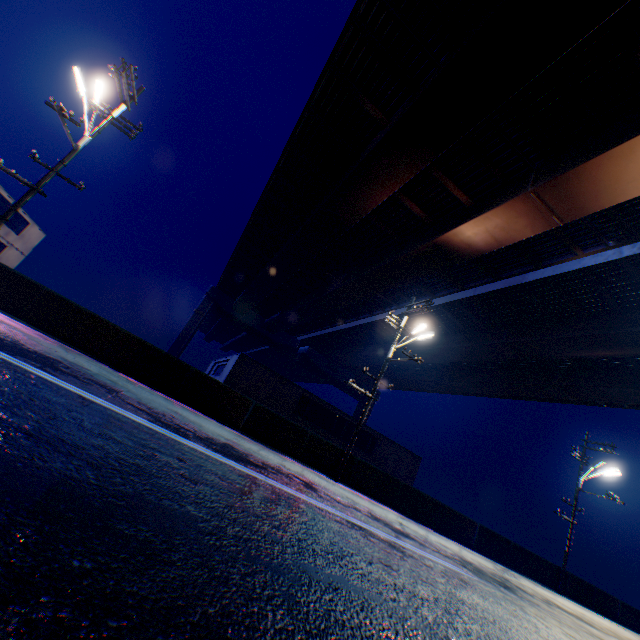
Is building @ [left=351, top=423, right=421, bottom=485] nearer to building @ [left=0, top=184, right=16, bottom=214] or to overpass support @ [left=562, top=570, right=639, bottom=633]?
building @ [left=0, top=184, right=16, bottom=214]

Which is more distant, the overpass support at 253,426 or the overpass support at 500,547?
the overpass support at 500,547

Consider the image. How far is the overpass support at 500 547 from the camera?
14.8m

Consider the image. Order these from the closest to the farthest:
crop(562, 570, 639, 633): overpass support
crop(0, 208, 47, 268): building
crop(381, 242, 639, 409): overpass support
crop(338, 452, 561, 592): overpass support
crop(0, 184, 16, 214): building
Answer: crop(338, 452, 561, 592): overpass support → crop(381, 242, 639, 409): overpass support → crop(562, 570, 639, 633): overpass support → crop(0, 184, 16, 214): building → crop(0, 208, 47, 268): building

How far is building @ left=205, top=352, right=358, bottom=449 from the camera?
23.5m

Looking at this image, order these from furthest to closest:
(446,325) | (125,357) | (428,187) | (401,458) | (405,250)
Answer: (446,325)
(401,458)
(405,250)
(428,187)
(125,357)

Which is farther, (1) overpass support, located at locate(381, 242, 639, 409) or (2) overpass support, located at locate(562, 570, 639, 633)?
(2) overpass support, located at locate(562, 570, 639, 633)
